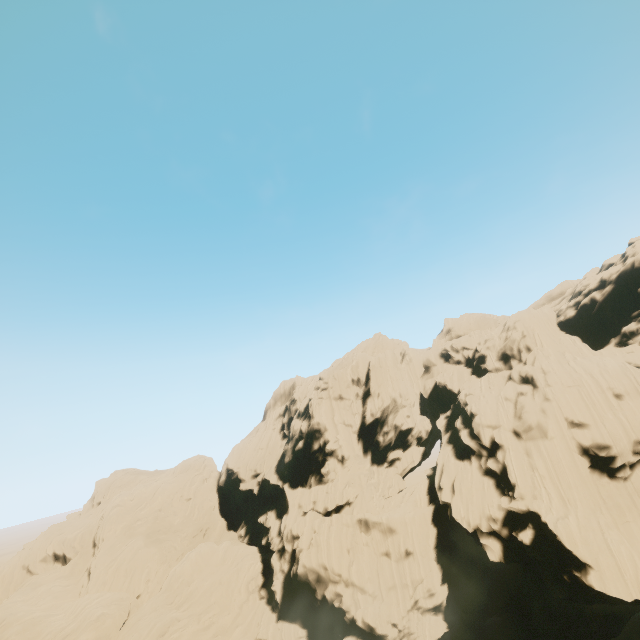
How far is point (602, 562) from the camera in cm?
2695
